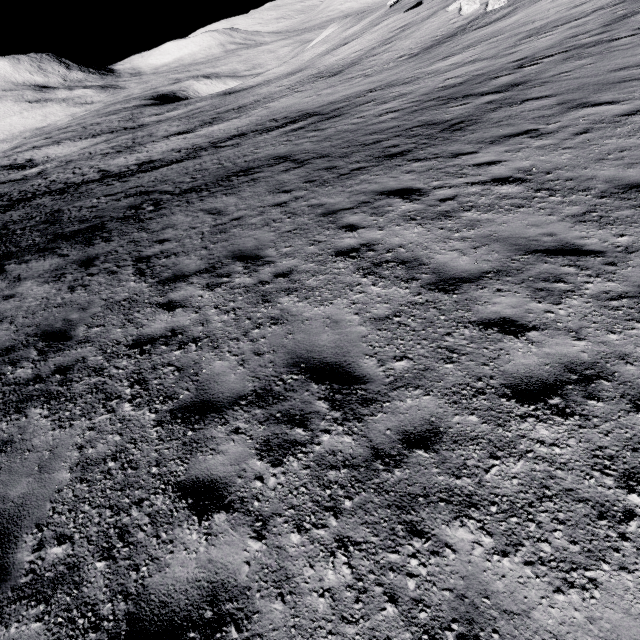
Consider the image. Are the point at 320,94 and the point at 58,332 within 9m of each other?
no
